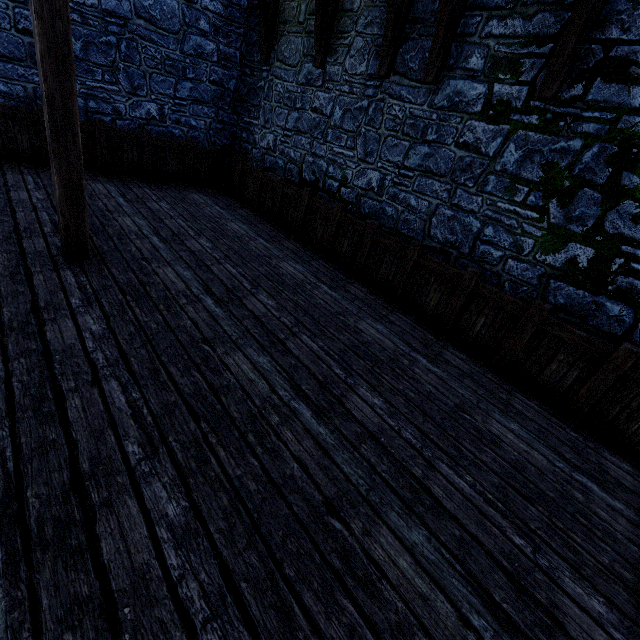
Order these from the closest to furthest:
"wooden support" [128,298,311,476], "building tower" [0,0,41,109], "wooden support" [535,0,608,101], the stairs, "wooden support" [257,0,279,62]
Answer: the stairs
"wooden support" [128,298,311,476]
"wooden support" [535,0,608,101]
"building tower" [0,0,41,109]
"wooden support" [257,0,279,62]

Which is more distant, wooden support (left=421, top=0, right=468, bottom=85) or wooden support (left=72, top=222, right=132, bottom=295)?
wooden support (left=421, top=0, right=468, bottom=85)

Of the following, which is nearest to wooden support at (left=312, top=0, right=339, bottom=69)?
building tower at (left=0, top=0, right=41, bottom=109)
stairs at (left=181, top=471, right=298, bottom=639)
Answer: building tower at (left=0, top=0, right=41, bottom=109)

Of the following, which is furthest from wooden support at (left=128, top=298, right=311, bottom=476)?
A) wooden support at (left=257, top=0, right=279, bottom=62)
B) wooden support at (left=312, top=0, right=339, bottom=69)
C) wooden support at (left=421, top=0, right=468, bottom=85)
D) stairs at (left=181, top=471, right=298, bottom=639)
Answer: wooden support at (left=257, top=0, right=279, bottom=62)

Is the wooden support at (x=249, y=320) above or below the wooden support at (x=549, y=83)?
below

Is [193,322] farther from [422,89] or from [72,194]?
[422,89]

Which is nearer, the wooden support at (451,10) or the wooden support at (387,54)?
the wooden support at (451,10)

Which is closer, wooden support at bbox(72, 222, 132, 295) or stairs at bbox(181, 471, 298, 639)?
stairs at bbox(181, 471, 298, 639)
